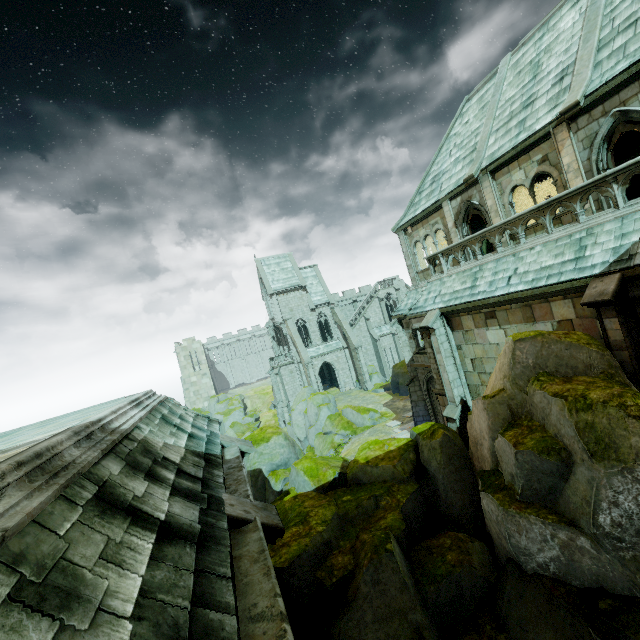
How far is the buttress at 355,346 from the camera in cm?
4097

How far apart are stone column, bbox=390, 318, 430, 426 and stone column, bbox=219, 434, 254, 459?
15.4 meters

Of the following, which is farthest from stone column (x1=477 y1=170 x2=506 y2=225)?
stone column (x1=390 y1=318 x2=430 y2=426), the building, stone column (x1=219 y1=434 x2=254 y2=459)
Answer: stone column (x1=219 y1=434 x2=254 y2=459)

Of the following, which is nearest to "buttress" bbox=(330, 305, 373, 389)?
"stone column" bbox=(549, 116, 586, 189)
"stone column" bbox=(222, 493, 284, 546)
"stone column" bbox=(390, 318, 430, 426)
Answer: "stone column" bbox=(390, 318, 430, 426)

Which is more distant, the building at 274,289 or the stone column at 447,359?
the building at 274,289

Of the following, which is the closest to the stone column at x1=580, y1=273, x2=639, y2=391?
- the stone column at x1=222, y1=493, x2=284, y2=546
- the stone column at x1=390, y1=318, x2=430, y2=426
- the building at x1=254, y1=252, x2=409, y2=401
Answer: the stone column at x1=222, y1=493, x2=284, y2=546

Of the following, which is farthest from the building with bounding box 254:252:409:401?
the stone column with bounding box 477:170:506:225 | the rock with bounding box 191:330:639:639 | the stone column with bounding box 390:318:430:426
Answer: the rock with bounding box 191:330:639:639

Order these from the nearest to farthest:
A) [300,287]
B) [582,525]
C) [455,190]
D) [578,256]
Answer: [582,525] → [578,256] → [455,190] → [300,287]
